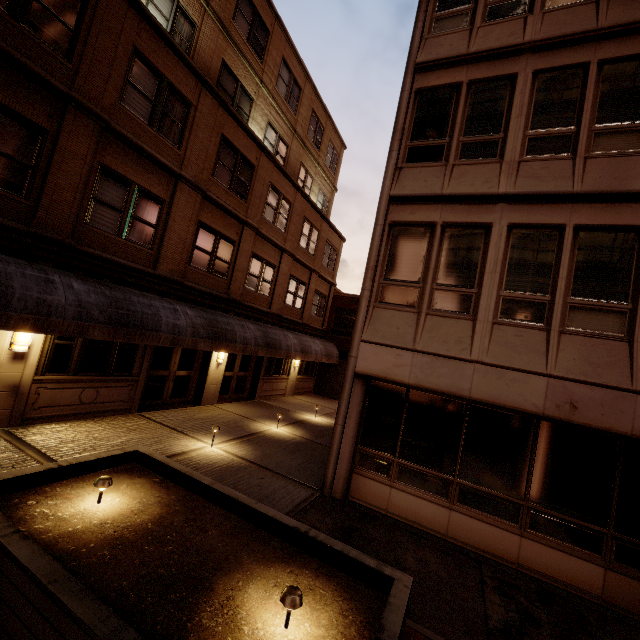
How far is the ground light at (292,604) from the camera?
2.98m

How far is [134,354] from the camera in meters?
10.5 m

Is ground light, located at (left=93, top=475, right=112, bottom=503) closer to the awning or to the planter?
the planter

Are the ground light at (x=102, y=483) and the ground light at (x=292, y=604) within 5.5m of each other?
yes

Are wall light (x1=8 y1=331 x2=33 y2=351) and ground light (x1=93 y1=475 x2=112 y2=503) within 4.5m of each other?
no

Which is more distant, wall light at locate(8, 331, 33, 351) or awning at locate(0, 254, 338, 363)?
wall light at locate(8, 331, 33, 351)

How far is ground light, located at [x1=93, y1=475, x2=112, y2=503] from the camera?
4.26m

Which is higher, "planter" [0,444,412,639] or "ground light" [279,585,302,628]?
"ground light" [279,585,302,628]
